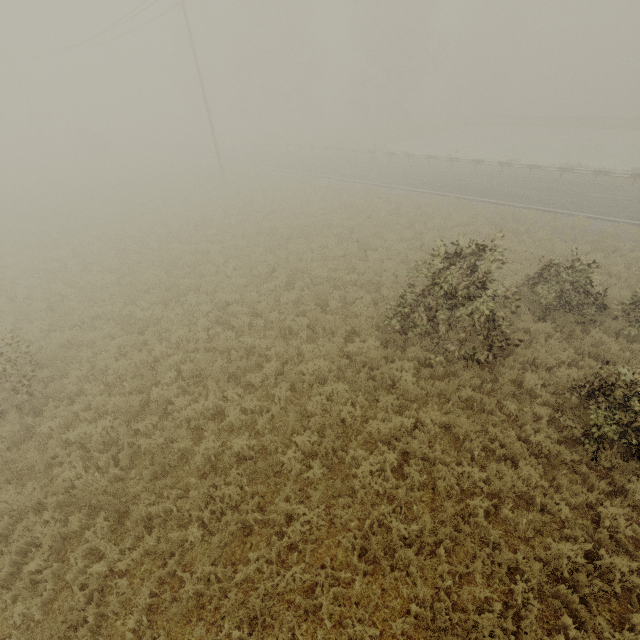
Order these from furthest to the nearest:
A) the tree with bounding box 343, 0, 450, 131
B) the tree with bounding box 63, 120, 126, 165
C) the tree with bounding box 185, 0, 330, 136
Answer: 1. the tree with bounding box 185, 0, 330, 136
2. the tree with bounding box 343, 0, 450, 131
3. the tree with bounding box 63, 120, 126, 165

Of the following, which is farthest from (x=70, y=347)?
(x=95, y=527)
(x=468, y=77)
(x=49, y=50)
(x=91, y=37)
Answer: (x=468, y=77)

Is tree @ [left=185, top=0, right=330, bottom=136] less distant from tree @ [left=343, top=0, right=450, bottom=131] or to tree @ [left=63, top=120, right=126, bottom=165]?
tree @ [left=343, top=0, right=450, bottom=131]

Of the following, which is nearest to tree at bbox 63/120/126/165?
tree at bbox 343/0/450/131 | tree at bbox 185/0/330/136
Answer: tree at bbox 185/0/330/136

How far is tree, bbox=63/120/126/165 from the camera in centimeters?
3744cm

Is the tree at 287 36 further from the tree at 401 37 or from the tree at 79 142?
the tree at 79 142
